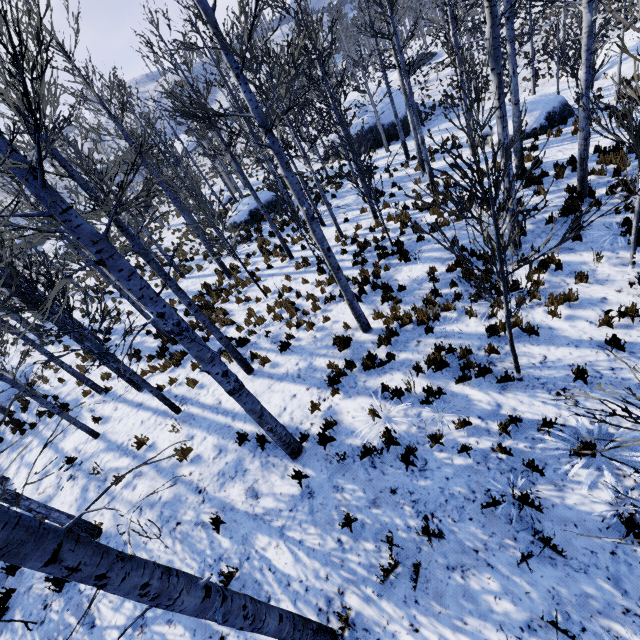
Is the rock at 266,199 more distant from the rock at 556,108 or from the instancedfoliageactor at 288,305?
the rock at 556,108

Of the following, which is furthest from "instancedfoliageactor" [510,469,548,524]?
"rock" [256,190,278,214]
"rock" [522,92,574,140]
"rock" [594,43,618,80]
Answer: "rock" [256,190,278,214]

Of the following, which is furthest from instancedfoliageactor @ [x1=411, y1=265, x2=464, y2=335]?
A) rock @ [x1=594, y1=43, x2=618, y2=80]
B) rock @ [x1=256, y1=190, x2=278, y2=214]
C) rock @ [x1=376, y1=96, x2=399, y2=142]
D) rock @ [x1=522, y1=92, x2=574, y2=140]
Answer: rock @ [x1=376, y1=96, x2=399, y2=142]

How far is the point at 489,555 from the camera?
4.1 meters

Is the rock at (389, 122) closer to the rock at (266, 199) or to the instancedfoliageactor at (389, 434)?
the instancedfoliageactor at (389, 434)

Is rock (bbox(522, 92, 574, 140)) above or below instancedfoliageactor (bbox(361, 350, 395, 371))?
below

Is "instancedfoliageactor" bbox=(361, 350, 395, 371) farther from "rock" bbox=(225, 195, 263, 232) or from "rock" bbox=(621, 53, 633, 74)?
"rock" bbox=(225, 195, 263, 232)

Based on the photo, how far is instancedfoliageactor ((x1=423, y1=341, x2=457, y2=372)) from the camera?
6.4 meters
